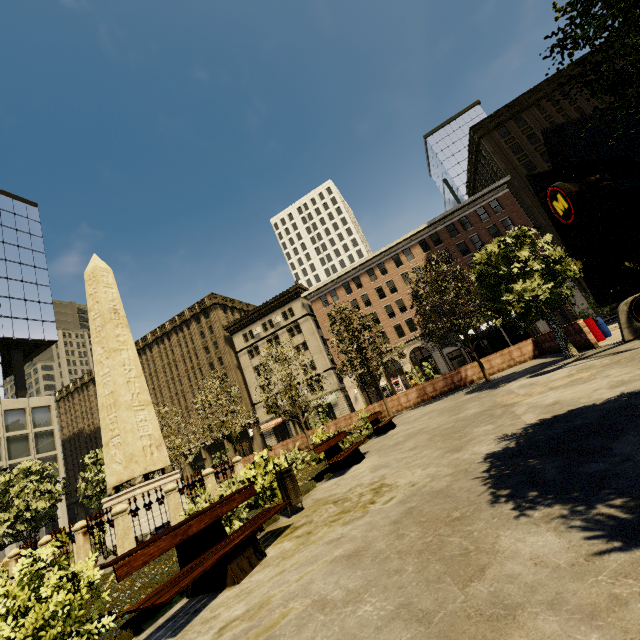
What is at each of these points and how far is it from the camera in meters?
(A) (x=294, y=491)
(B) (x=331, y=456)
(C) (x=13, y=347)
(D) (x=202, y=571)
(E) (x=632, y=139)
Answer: (A) dumpster, 6.4 m
(B) bench, 9.4 m
(C) building, 42.5 m
(D) bench, 3.8 m
(E) building, 36.3 m

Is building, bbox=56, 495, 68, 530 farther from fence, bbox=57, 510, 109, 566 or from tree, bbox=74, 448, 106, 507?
fence, bbox=57, 510, 109, 566

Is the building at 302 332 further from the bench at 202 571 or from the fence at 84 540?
the fence at 84 540

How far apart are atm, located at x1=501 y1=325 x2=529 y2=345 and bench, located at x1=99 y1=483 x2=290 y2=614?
20.6 meters

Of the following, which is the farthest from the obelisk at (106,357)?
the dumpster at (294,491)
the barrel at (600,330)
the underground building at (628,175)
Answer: the barrel at (600,330)

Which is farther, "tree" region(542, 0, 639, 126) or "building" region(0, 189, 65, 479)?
"building" region(0, 189, 65, 479)

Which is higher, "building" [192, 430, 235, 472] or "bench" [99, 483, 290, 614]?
"building" [192, 430, 235, 472]

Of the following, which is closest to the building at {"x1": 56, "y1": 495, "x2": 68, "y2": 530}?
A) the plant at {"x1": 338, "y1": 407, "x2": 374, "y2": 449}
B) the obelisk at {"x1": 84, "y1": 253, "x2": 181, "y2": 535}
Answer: the plant at {"x1": 338, "y1": 407, "x2": 374, "y2": 449}
